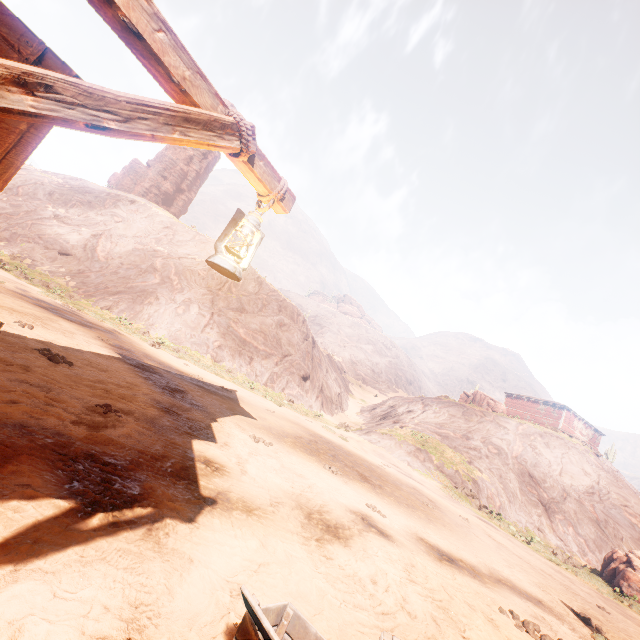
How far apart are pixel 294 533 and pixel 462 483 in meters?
19.9

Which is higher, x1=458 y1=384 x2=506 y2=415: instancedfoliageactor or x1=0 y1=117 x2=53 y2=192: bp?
x1=458 y1=384 x2=506 y2=415: instancedfoliageactor

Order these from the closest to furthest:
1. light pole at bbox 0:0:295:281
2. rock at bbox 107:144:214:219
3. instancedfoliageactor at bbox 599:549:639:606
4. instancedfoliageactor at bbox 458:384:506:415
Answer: light pole at bbox 0:0:295:281 → instancedfoliageactor at bbox 599:549:639:606 → instancedfoliageactor at bbox 458:384:506:415 → rock at bbox 107:144:214:219

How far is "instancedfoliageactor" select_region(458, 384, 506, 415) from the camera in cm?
3397

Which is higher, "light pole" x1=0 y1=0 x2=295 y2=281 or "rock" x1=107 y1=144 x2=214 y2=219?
"rock" x1=107 y1=144 x2=214 y2=219

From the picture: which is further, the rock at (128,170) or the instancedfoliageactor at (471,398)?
the rock at (128,170)

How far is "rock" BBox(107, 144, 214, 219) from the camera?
52.47m

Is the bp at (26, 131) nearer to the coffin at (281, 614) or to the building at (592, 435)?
the building at (592, 435)
